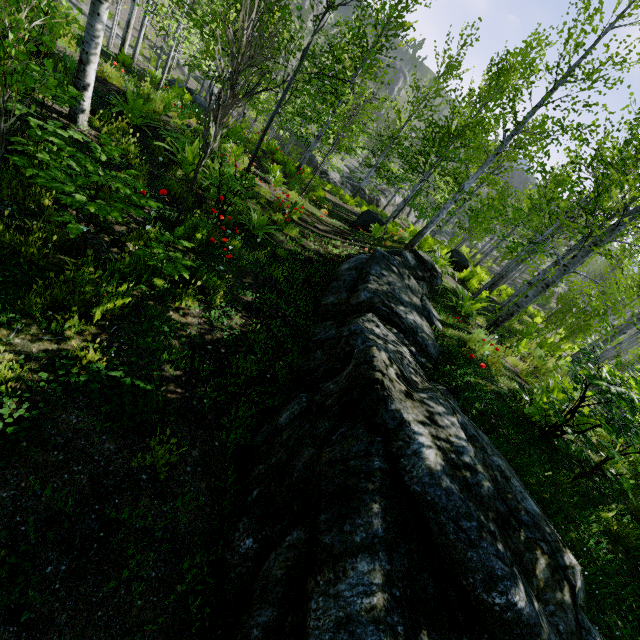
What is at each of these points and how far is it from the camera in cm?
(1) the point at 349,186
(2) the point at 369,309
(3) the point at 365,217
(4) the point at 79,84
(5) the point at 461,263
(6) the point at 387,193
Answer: (1) rock, 3228
(2) rock, 525
(3) rock, 1393
(4) instancedfoliageactor, 490
(5) rock, 1552
(6) rock, 3356

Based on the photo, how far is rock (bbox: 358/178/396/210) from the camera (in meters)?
32.22

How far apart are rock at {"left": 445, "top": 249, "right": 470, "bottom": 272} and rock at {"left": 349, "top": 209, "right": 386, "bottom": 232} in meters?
3.7 m

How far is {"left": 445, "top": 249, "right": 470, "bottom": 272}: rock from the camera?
Answer: 15.5 meters

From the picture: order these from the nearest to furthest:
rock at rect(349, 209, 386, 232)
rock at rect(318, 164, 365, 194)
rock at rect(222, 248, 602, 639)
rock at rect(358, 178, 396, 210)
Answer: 1. rock at rect(222, 248, 602, 639)
2. rock at rect(349, 209, 386, 232)
3. rock at rect(318, 164, 365, 194)
4. rock at rect(358, 178, 396, 210)

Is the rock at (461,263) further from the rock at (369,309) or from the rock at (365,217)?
the rock at (369,309)

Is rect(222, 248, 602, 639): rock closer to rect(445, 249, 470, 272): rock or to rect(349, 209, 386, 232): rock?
rect(349, 209, 386, 232): rock

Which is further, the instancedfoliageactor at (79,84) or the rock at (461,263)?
the rock at (461,263)
